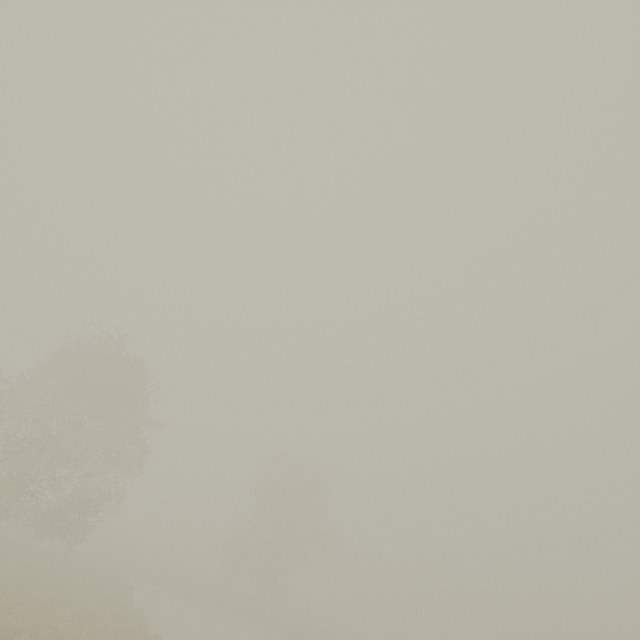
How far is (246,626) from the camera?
28.28m
